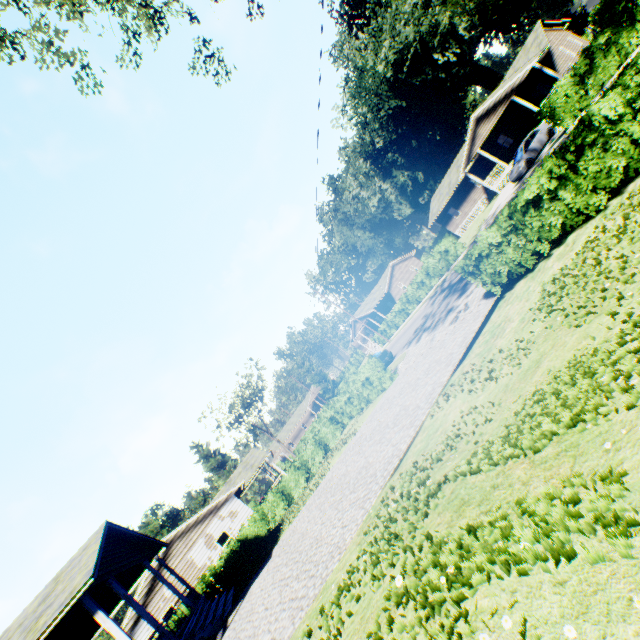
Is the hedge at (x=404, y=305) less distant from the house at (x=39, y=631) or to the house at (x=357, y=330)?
the house at (x=357, y=330)

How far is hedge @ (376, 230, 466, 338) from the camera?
30.5m

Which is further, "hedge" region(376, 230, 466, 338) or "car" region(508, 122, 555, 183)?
"hedge" region(376, 230, 466, 338)

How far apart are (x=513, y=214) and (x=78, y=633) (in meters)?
22.58

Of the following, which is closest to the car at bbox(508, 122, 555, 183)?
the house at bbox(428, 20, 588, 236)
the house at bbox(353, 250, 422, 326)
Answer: the house at bbox(428, 20, 588, 236)

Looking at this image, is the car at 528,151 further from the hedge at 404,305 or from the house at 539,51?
the hedge at 404,305

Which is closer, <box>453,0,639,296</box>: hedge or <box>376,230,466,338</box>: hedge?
<box>453,0,639,296</box>: hedge

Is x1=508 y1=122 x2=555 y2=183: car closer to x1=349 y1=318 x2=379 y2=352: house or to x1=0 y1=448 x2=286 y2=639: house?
x1=349 y1=318 x2=379 y2=352: house
